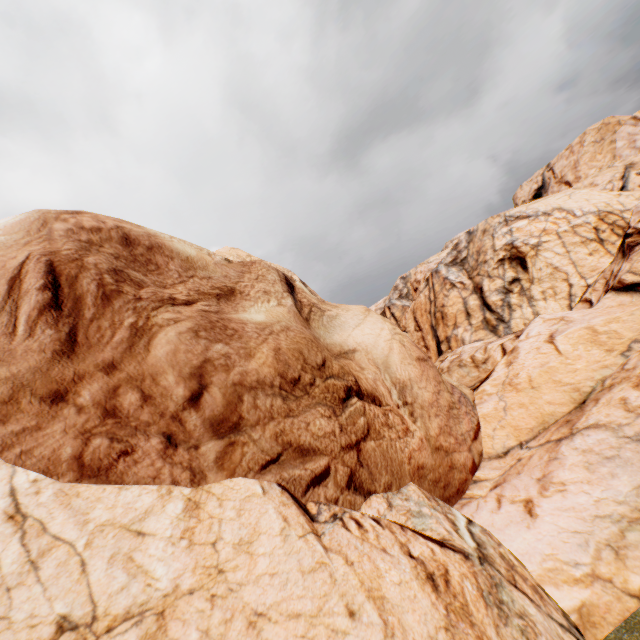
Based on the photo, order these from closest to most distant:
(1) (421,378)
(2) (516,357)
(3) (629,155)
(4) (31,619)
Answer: (4) (31,619), (1) (421,378), (2) (516,357), (3) (629,155)
